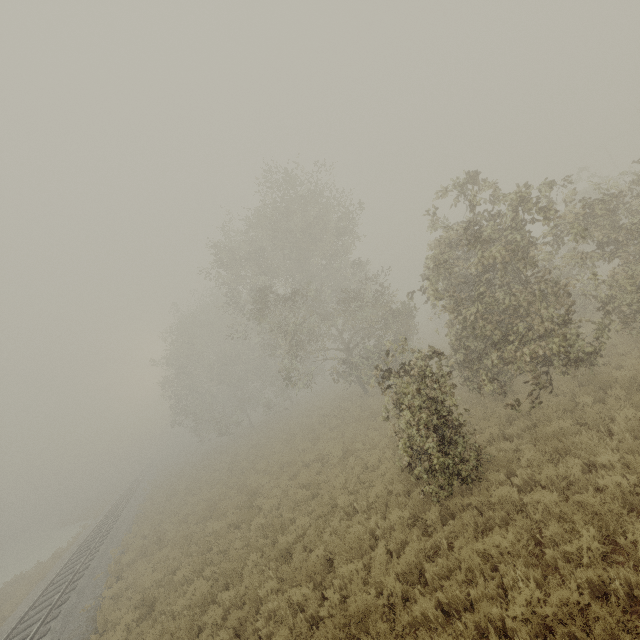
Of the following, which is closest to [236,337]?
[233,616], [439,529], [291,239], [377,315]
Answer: [291,239]

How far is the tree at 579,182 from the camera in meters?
10.3

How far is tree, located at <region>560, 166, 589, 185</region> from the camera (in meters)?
10.26

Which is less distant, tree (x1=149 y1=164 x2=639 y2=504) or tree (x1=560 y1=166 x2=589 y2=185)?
tree (x1=149 y1=164 x2=639 y2=504)

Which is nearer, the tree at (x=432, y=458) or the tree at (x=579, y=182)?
the tree at (x=432, y=458)
